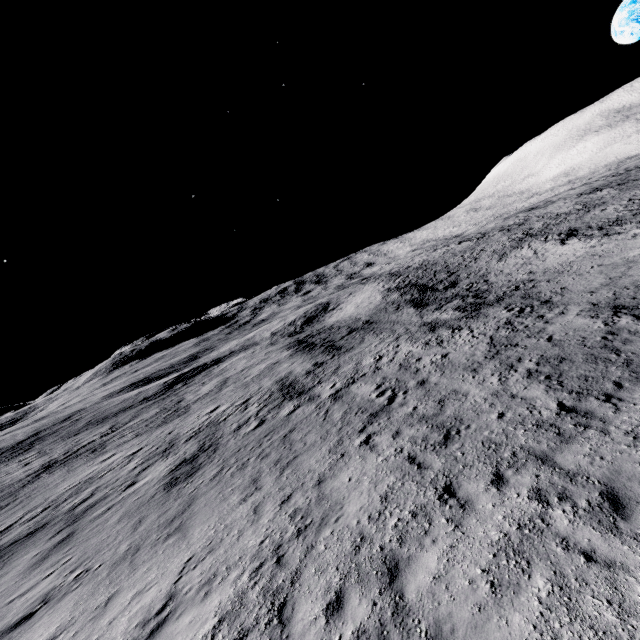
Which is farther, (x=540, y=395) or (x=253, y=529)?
(x=540, y=395)
